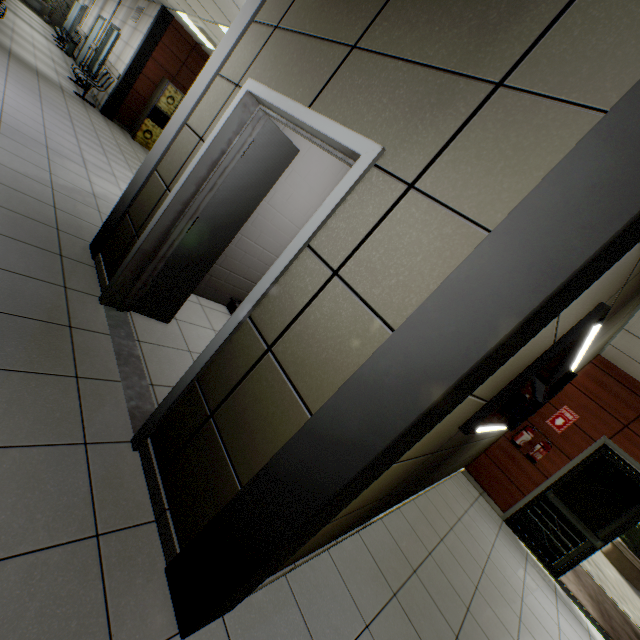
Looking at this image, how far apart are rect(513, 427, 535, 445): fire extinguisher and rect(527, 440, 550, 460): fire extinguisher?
0.17m

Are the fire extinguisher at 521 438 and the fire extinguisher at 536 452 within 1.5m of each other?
yes

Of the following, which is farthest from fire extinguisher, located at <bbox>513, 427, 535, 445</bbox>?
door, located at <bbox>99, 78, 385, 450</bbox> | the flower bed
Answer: the flower bed

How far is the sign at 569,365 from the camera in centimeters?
180cm

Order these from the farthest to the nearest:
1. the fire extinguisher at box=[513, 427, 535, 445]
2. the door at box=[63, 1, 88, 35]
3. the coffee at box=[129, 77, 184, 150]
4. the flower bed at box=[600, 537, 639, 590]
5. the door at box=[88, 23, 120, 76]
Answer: the door at box=[63, 1, 88, 35], the flower bed at box=[600, 537, 639, 590], the door at box=[88, 23, 120, 76], the coffee at box=[129, 77, 184, 150], the fire extinguisher at box=[513, 427, 535, 445]

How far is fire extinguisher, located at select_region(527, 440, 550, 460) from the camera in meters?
5.6

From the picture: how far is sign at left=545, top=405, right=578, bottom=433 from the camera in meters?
5.7

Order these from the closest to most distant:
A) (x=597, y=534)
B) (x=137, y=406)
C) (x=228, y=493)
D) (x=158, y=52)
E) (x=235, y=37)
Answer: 1. (x=228, y=493)
2. (x=137, y=406)
3. (x=235, y=37)
4. (x=597, y=534)
5. (x=158, y=52)
